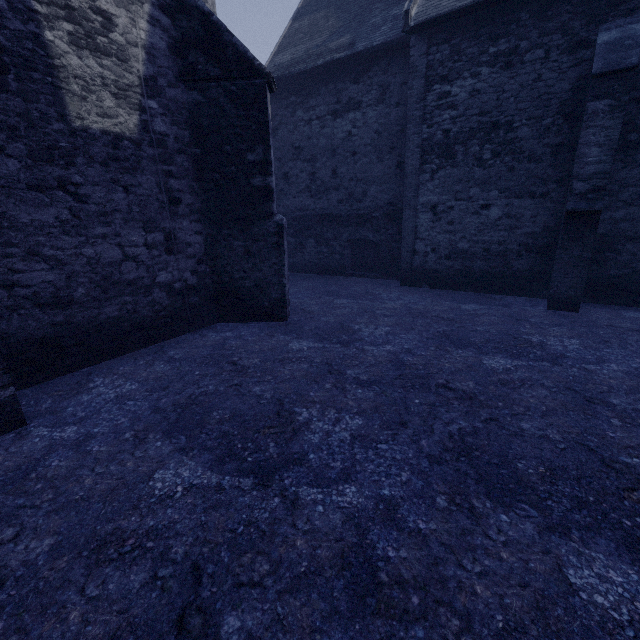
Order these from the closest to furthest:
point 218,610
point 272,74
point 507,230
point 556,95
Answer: point 218,610, point 556,95, point 507,230, point 272,74
